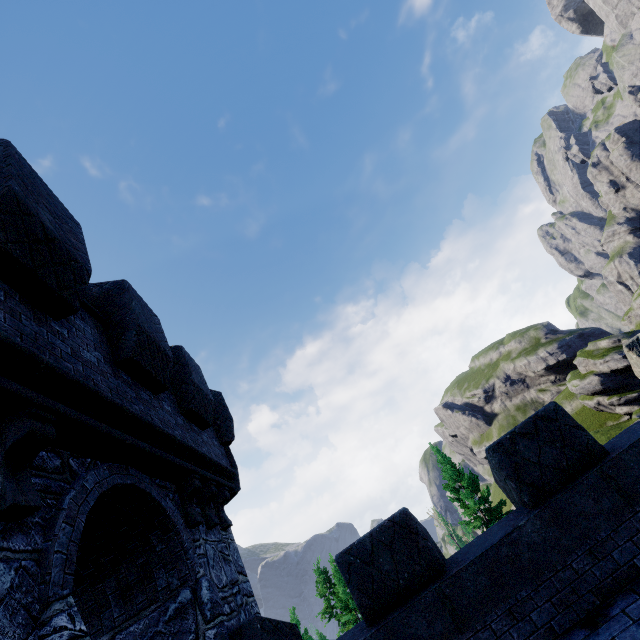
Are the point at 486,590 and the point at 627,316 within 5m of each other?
no
